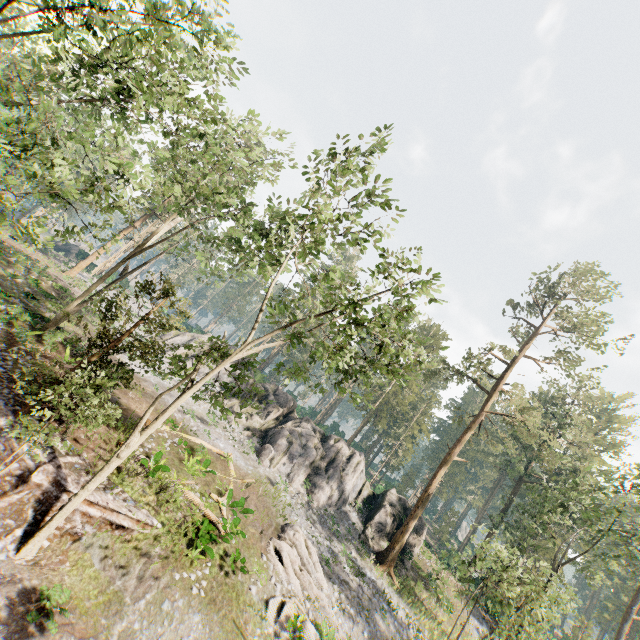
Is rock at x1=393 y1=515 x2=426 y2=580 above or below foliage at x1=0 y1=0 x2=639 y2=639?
below

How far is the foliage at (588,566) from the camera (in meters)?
23.64

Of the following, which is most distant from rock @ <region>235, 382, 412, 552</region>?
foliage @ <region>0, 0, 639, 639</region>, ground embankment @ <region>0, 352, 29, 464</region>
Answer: ground embankment @ <region>0, 352, 29, 464</region>

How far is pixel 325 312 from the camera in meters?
12.9

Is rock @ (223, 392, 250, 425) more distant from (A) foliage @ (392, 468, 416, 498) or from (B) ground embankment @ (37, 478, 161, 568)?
(B) ground embankment @ (37, 478, 161, 568)

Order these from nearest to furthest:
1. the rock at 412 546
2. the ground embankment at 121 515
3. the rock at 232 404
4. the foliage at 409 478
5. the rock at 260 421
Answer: the ground embankment at 121 515 < the rock at 412 546 < the rock at 260 421 < the rock at 232 404 < the foliage at 409 478
